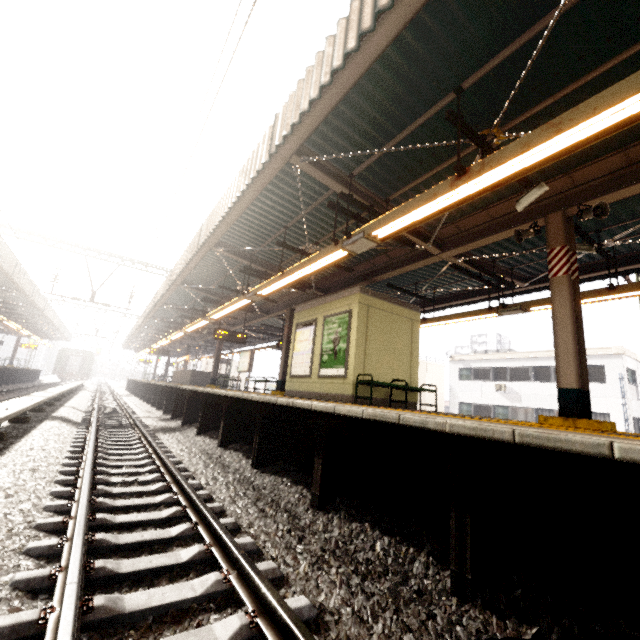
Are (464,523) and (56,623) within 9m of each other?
yes

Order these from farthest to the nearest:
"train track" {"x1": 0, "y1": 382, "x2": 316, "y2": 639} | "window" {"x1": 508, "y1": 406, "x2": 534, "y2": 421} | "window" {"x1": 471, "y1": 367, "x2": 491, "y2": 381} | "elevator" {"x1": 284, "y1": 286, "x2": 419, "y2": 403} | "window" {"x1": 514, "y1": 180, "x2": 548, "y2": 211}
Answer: "window" {"x1": 471, "y1": 367, "x2": 491, "y2": 381} → "window" {"x1": 508, "y1": 406, "x2": 534, "y2": 421} → "elevator" {"x1": 284, "y1": 286, "x2": 419, "y2": 403} → "window" {"x1": 514, "y1": 180, "x2": 548, "y2": 211} → "train track" {"x1": 0, "y1": 382, "x2": 316, "y2": 639}

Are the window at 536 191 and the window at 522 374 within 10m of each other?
no

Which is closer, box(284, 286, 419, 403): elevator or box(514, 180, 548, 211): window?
box(514, 180, 548, 211): window

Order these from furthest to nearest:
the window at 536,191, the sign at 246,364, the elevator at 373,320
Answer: the sign at 246,364
the elevator at 373,320
the window at 536,191

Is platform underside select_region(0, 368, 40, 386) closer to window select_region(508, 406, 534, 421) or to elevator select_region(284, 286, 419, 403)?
elevator select_region(284, 286, 419, 403)

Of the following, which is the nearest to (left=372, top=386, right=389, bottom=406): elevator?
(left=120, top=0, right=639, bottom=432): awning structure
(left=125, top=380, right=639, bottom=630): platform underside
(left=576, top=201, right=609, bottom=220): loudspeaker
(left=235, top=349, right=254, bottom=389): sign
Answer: (left=120, top=0, right=639, bottom=432): awning structure

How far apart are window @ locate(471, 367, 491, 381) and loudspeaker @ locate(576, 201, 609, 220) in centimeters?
2358cm
